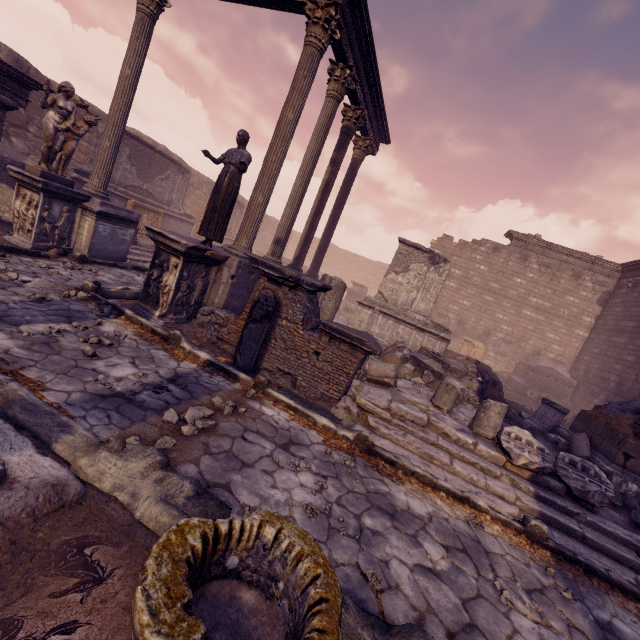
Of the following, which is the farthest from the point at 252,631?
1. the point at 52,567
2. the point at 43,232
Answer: the point at 43,232

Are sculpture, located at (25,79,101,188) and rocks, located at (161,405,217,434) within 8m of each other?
yes

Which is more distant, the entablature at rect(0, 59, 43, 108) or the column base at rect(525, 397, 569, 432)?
the column base at rect(525, 397, 569, 432)

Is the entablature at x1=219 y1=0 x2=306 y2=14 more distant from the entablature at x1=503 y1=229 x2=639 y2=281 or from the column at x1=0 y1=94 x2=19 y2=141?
the entablature at x1=503 y1=229 x2=639 y2=281

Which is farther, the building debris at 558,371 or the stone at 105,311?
the building debris at 558,371

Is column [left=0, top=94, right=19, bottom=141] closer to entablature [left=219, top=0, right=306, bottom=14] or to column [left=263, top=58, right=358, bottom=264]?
entablature [left=219, top=0, right=306, bottom=14]

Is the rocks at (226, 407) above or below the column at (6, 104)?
below

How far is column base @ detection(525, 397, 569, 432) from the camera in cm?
863
